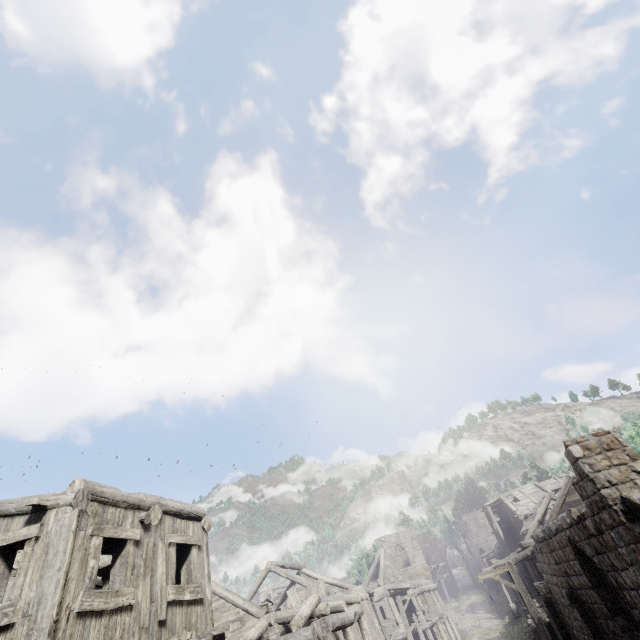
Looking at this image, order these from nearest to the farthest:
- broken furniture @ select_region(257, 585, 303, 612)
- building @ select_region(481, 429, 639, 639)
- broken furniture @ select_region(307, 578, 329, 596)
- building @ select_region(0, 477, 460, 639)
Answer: building @ select_region(0, 477, 460, 639) → building @ select_region(481, 429, 639, 639) → broken furniture @ select_region(257, 585, 303, 612) → broken furniture @ select_region(307, 578, 329, 596)

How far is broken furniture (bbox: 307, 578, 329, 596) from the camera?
18.5m

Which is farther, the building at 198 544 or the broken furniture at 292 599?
the broken furniture at 292 599

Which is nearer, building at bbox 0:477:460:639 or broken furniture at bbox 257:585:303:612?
building at bbox 0:477:460:639

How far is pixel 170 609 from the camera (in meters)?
7.66

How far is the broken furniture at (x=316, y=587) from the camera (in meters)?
18.45
